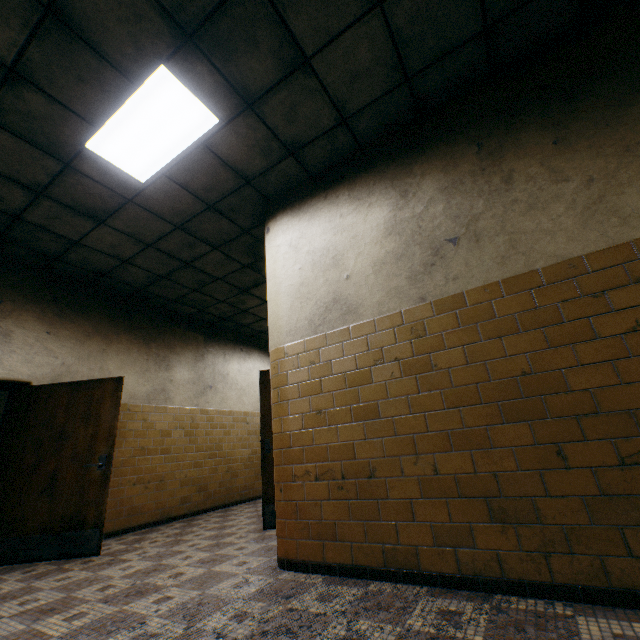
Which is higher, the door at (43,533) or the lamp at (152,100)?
the lamp at (152,100)

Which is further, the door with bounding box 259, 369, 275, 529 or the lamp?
the door with bounding box 259, 369, 275, 529

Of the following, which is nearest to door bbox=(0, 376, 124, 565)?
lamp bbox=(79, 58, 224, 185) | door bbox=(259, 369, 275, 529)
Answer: door bbox=(259, 369, 275, 529)

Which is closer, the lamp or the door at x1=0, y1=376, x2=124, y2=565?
the lamp

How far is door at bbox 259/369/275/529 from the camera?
4.23m

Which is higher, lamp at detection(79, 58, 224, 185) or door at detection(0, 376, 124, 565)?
lamp at detection(79, 58, 224, 185)

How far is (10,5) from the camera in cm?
224

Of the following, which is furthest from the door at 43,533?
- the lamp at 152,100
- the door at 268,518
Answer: the lamp at 152,100
